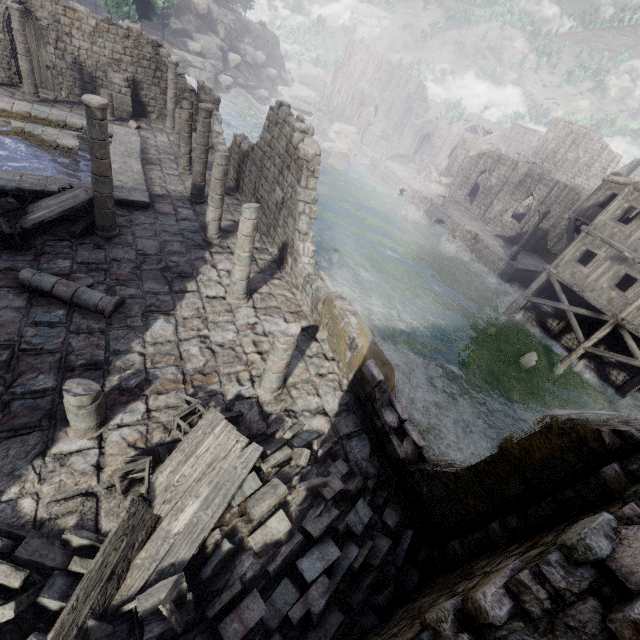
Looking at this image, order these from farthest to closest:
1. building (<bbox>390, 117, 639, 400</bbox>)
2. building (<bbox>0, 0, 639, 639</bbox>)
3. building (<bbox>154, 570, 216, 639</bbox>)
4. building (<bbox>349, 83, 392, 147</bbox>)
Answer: building (<bbox>349, 83, 392, 147</bbox>) → building (<bbox>390, 117, 639, 400</bbox>) → building (<bbox>154, 570, 216, 639</bbox>) → building (<bbox>0, 0, 639, 639</bbox>)

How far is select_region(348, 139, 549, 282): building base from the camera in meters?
28.9

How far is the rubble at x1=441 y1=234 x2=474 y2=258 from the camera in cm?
3100

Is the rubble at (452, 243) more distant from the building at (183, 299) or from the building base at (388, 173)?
the building at (183, 299)

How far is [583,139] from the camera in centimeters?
4472cm

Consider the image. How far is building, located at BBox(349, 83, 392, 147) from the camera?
53.0m

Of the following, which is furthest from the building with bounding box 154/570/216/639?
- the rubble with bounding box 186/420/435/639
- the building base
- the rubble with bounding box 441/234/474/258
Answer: the rubble with bounding box 441/234/474/258

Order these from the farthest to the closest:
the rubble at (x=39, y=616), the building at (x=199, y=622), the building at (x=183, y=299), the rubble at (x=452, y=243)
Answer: the rubble at (x=452, y=243) → the building at (x=199, y=622) → the rubble at (x=39, y=616) → the building at (x=183, y=299)
